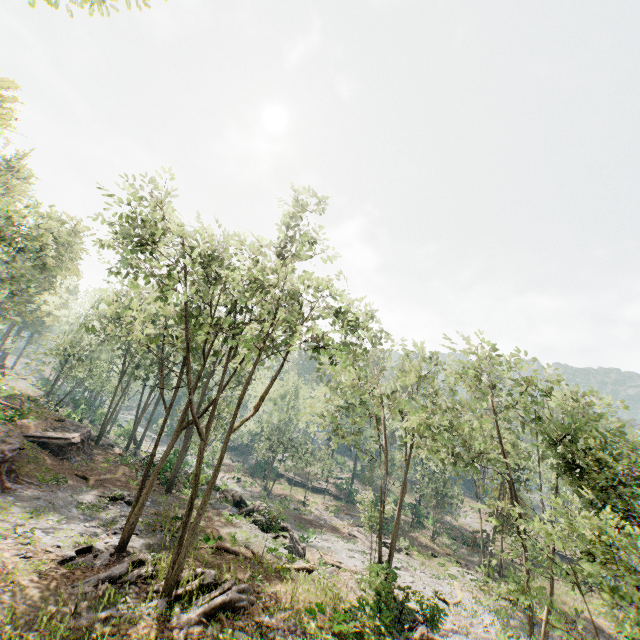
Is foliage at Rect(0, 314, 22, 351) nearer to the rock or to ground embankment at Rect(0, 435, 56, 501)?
the rock

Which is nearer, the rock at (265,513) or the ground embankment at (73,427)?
the rock at (265,513)

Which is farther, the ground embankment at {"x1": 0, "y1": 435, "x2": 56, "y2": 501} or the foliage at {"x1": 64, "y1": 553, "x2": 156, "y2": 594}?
the ground embankment at {"x1": 0, "y1": 435, "x2": 56, "y2": 501}

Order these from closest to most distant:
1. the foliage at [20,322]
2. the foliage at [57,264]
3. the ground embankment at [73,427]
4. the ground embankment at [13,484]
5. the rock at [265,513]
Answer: the ground embankment at [13,484], the rock at [265,513], the ground embankment at [73,427], the foliage at [57,264], the foliage at [20,322]

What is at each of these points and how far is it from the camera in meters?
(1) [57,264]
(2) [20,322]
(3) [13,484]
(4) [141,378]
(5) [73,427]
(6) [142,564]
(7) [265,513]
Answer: (1) foliage, 35.6 m
(2) foliage, 30.8 m
(3) ground embankment, 19.2 m
(4) foliage, 59.8 m
(5) ground embankment, 31.8 m
(6) foliage, 14.6 m
(7) rock, 26.6 m

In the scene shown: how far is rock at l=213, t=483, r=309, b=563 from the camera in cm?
2014

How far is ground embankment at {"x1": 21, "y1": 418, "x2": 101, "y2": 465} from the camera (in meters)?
25.12

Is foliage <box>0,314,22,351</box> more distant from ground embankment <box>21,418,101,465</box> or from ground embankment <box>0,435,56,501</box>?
ground embankment <box>0,435,56,501</box>
